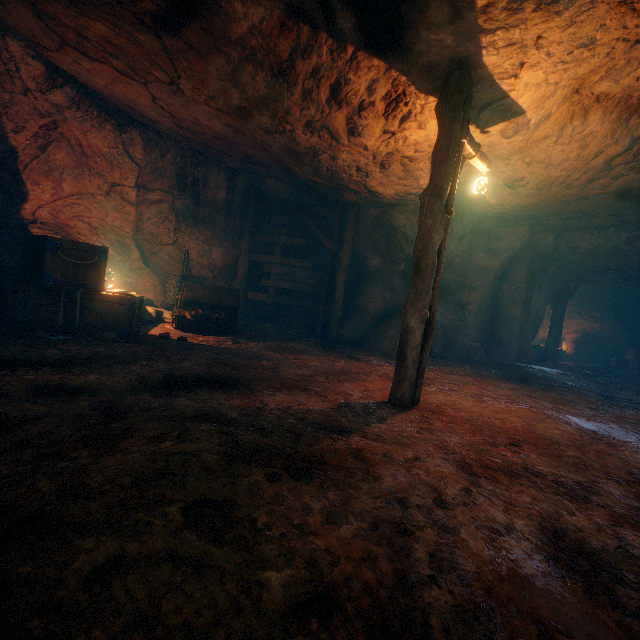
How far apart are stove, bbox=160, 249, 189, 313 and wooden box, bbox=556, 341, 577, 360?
19.9 meters

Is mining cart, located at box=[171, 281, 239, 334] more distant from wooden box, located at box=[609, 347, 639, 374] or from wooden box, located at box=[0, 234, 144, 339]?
wooden box, located at box=[609, 347, 639, 374]

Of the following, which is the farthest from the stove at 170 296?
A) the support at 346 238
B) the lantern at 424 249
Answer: the lantern at 424 249

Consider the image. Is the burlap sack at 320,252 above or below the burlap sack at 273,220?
below

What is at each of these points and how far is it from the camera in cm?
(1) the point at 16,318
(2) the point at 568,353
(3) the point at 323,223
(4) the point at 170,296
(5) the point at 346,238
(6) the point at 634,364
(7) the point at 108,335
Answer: (1) wooden box, 586
(2) wooden box, 1872
(3) burlap sack, 1172
(4) stove, 1007
(5) support, 1015
(6) wooden box, 1617
(7) instancedfoliageactor, 589

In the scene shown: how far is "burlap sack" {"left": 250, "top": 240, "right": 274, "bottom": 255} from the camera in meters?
11.9 m

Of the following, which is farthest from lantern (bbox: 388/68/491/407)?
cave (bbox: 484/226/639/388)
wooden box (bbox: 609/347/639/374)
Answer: wooden box (bbox: 609/347/639/374)

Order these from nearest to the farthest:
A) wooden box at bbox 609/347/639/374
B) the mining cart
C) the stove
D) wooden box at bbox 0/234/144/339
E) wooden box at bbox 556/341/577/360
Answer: wooden box at bbox 0/234/144/339 < the mining cart < the stove < wooden box at bbox 609/347/639/374 < wooden box at bbox 556/341/577/360
